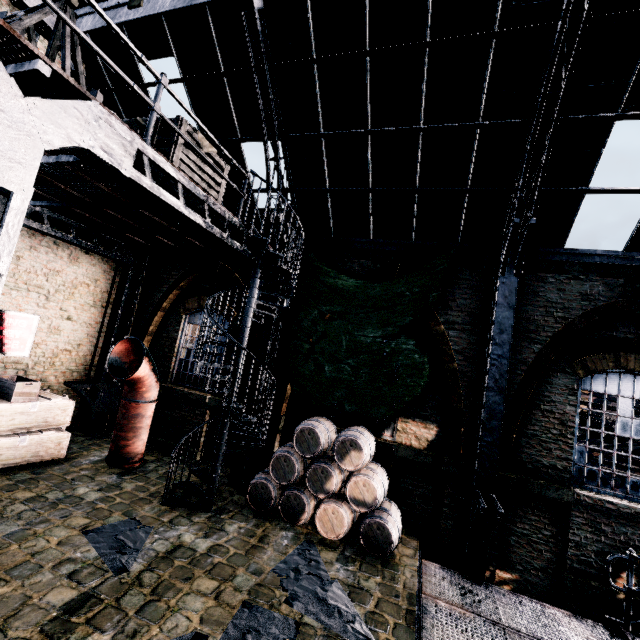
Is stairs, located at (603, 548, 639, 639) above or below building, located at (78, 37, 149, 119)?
below

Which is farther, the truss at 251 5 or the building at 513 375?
the truss at 251 5

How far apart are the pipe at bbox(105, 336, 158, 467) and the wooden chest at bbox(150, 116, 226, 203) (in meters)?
4.46

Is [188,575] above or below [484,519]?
below

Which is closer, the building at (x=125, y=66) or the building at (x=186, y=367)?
the building at (x=125, y=66)

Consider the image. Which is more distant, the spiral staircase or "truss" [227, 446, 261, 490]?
"truss" [227, 446, 261, 490]

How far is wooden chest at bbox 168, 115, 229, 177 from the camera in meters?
5.7 m

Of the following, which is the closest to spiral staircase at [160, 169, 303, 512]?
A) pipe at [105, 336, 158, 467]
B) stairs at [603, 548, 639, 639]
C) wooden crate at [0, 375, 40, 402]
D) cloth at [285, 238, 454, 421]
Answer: cloth at [285, 238, 454, 421]
